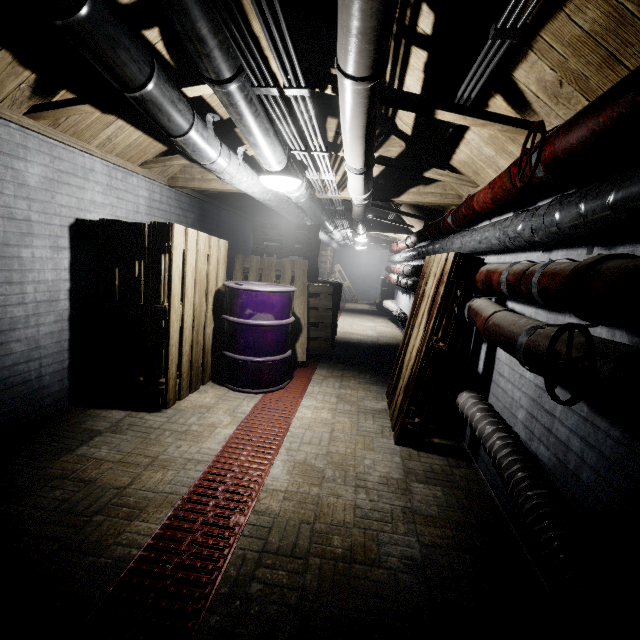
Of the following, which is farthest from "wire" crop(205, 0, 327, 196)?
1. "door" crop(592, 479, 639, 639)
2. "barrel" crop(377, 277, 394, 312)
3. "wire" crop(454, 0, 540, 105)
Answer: "barrel" crop(377, 277, 394, 312)

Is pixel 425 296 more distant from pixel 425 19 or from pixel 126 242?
pixel 126 242

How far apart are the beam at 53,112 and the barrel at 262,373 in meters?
1.5 m

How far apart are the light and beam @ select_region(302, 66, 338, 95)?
0.37m

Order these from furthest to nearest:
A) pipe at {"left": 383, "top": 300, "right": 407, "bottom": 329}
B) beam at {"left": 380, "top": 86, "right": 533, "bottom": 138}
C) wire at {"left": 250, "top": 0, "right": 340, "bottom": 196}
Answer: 1. pipe at {"left": 383, "top": 300, "right": 407, "bottom": 329}
2. beam at {"left": 380, "top": 86, "right": 533, "bottom": 138}
3. wire at {"left": 250, "top": 0, "right": 340, "bottom": 196}

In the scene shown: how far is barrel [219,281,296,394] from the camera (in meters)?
3.00

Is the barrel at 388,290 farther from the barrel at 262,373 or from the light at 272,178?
the light at 272,178

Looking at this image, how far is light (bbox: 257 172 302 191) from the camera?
2.24m
